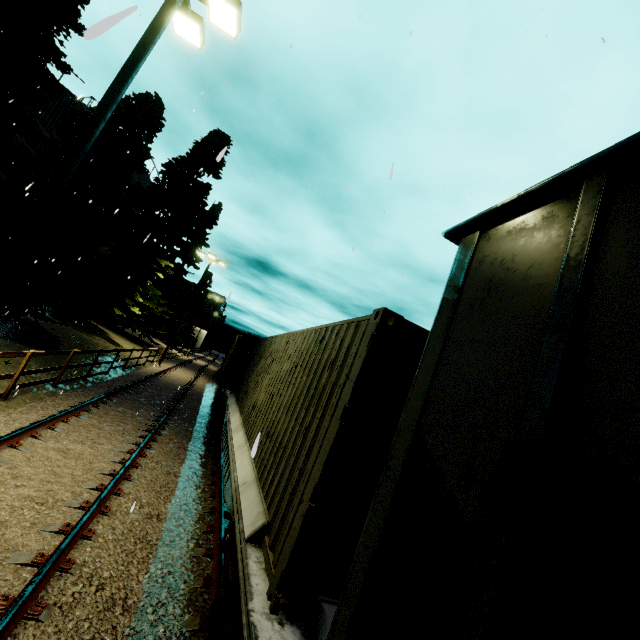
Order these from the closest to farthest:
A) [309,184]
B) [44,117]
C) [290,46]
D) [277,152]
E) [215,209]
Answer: [290,46] → [309,184] → [277,152] → [44,117] → [215,209]

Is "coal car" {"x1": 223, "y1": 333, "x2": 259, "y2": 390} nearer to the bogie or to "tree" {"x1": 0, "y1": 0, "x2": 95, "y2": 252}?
"tree" {"x1": 0, "y1": 0, "x2": 95, "y2": 252}

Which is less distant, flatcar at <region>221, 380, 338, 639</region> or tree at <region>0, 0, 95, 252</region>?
flatcar at <region>221, 380, 338, 639</region>

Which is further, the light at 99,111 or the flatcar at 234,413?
the light at 99,111

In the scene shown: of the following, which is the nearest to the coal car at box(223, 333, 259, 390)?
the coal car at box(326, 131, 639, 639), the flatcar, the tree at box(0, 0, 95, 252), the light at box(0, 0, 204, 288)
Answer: the flatcar

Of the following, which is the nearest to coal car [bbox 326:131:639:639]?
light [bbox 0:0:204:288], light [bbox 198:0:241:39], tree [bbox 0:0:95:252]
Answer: tree [bbox 0:0:95:252]

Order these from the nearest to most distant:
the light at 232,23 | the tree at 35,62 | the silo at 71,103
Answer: the light at 232,23, the tree at 35,62, the silo at 71,103

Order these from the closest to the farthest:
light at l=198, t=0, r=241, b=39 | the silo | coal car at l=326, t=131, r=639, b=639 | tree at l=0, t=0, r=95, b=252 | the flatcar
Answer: coal car at l=326, t=131, r=639, b=639 → the flatcar → light at l=198, t=0, r=241, b=39 → tree at l=0, t=0, r=95, b=252 → the silo
